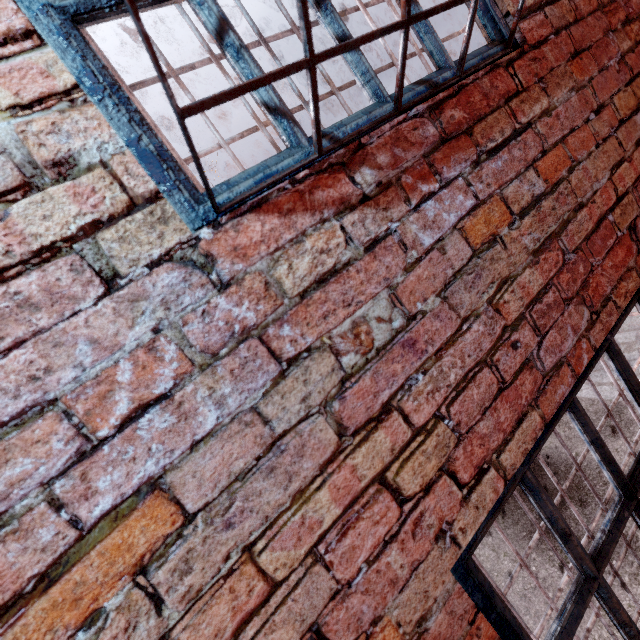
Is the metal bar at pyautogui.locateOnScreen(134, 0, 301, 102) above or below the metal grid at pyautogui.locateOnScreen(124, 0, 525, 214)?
above

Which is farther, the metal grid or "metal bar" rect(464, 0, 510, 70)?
"metal bar" rect(464, 0, 510, 70)

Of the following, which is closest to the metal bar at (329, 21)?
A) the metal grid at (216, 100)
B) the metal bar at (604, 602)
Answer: the metal grid at (216, 100)

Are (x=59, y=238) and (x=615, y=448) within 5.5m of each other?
no

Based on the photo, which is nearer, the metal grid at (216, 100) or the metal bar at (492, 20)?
the metal grid at (216, 100)

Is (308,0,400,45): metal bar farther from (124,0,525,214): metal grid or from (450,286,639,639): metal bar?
(450,286,639,639): metal bar
